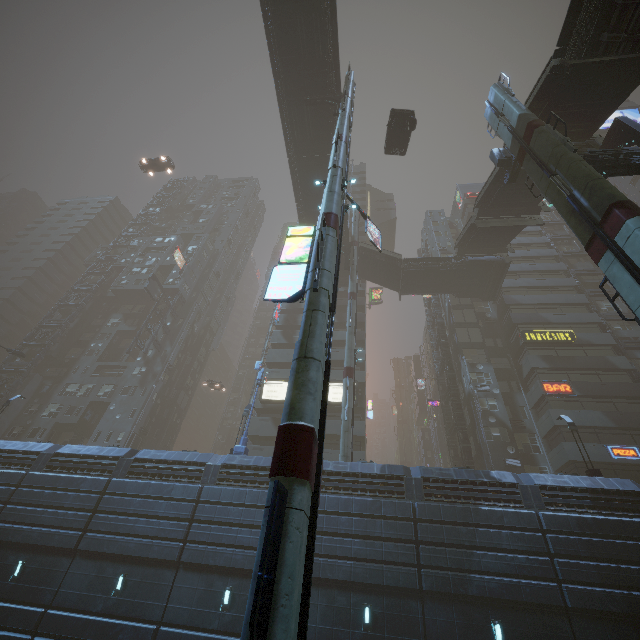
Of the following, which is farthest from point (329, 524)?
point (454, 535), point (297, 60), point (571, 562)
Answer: point (297, 60)

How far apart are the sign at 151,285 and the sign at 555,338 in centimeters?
4829cm

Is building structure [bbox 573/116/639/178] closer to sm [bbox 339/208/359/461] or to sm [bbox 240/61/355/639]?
sm [bbox 240/61/355/639]

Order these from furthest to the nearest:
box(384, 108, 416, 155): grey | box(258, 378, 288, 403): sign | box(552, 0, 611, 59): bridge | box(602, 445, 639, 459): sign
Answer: box(258, 378, 288, 403): sign < box(602, 445, 639, 459): sign < box(384, 108, 416, 155): grey < box(552, 0, 611, 59): bridge

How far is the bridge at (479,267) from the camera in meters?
36.6 m

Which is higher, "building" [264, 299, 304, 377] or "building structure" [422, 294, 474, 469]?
"building" [264, 299, 304, 377]

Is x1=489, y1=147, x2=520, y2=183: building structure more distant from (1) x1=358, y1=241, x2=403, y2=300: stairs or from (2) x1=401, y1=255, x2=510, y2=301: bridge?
(2) x1=401, y1=255, x2=510, y2=301: bridge

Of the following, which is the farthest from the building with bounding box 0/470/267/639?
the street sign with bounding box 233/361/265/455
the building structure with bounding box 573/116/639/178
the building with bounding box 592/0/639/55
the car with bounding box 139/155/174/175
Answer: the building with bounding box 592/0/639/55
